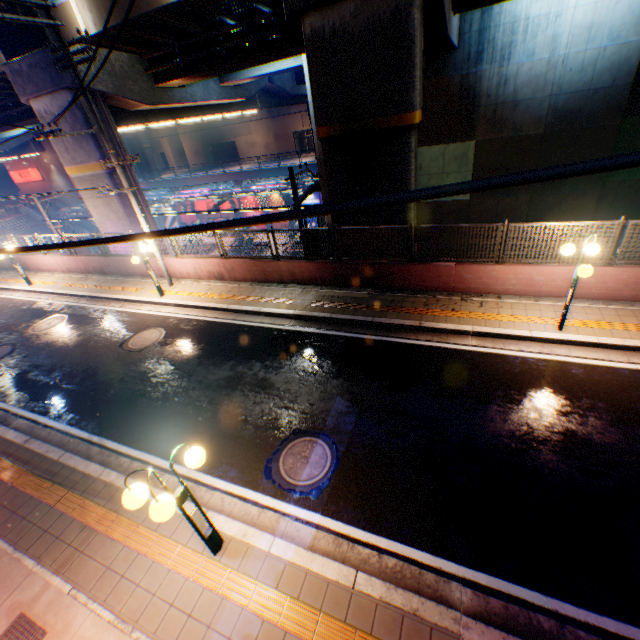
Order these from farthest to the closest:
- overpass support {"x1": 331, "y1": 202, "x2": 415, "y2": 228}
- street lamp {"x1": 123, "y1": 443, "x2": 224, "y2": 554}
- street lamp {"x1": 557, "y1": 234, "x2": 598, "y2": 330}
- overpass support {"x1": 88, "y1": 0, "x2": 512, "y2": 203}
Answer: overpass support {"x1": 331, "y1": 202, "x2": 415, "y2": 228} → overpass support {"x1": 88, "y1": 0, "x2": 512, "y2": 203} → street lamp {"x1": 557, "y1": 234, "x2": 598, "y2": 330} → street lamp {"x1": 123, "y1": 443, "x2": 224, "y2": 554}

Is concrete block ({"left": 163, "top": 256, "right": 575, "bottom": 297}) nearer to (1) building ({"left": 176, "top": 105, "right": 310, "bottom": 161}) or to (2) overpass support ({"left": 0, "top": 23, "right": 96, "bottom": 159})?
(2) overpass support ({"left": 0, "top": 23, "right": 96, "bottom": 159})

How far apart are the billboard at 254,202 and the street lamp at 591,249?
34.3 meters

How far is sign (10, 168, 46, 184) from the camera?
42.34m

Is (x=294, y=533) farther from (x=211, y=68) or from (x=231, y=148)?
(x=231, y=148)

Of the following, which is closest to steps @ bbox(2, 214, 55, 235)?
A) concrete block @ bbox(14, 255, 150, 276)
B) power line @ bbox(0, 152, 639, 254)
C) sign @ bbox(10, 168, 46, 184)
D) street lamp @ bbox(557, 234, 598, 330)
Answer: sign @ bbox(10, 168, 46, 184)

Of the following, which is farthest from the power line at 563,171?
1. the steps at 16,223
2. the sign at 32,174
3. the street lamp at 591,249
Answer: the sign at 32,174

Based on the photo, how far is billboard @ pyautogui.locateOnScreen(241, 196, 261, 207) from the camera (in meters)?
37.26
